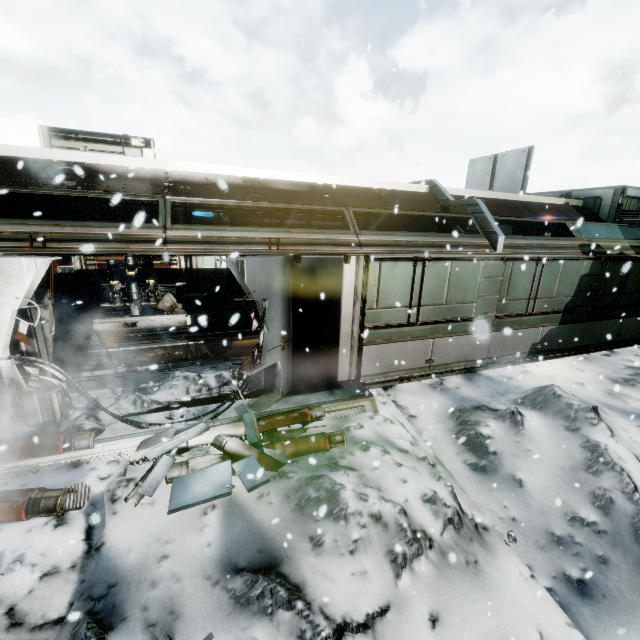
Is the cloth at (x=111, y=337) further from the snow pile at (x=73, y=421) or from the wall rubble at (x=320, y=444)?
the wall rubble at (x=320, y=444)

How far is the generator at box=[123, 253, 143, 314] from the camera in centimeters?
1074cm

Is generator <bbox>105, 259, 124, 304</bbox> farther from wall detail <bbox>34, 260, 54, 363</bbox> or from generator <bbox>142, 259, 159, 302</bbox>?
wall detail <bbox>34, 260, 54, 363</bbox>

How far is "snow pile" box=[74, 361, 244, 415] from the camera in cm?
564

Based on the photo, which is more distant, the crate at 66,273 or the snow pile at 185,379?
the crate at 66,273

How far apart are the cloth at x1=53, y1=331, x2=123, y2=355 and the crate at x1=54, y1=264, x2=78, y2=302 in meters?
3.7

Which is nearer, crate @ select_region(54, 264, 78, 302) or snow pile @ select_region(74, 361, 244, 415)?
snow pile @ select_region(74, 361, 244, 415)

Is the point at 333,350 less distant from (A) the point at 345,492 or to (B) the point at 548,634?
A: (A) the point at 345,492
